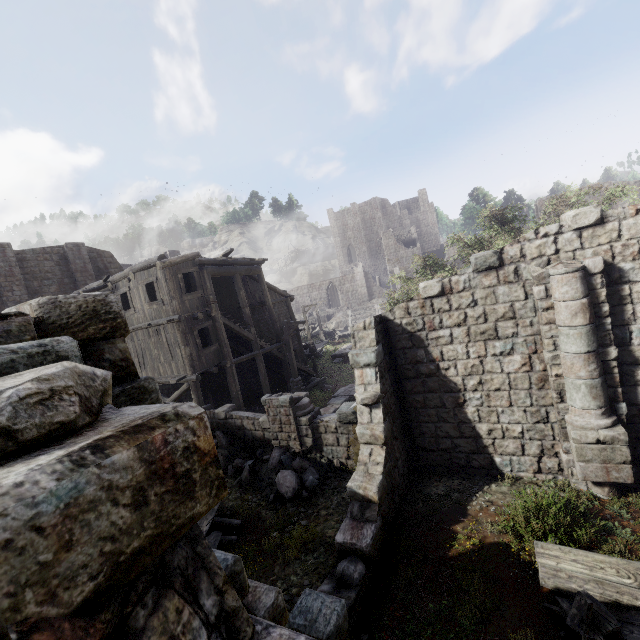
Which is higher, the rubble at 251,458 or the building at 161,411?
the building at 161,411

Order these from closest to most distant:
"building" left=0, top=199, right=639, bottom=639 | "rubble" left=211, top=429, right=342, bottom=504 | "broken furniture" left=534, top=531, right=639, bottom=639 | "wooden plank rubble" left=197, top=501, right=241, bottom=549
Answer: "building" left=0, top=199, right=639, bottom=639
"broken furniture" left=534, top=531, right=639, bottom=639
"wooden plank rubble" left=197, top=501, right=241, bottom=549
"rubble" left=211, top=429, right=342, bottom=504

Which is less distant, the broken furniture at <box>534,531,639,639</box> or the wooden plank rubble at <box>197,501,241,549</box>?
the broken furniture at <box>534,531,639,639</box>

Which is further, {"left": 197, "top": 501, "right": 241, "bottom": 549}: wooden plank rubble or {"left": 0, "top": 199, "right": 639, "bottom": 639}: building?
{"left": 197, "top": 501, "right": 241, "bottom": 549}: wooden plank rubble

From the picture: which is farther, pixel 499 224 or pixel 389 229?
pixel 389 229

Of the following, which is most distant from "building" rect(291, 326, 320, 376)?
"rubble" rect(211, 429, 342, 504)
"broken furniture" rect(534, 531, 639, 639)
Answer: "broken furniture" rect(534, 531, 639, 639)

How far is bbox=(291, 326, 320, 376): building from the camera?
22.3 meters

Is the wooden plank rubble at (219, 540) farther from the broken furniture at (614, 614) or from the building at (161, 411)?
the broken furniture at (614, 614)
